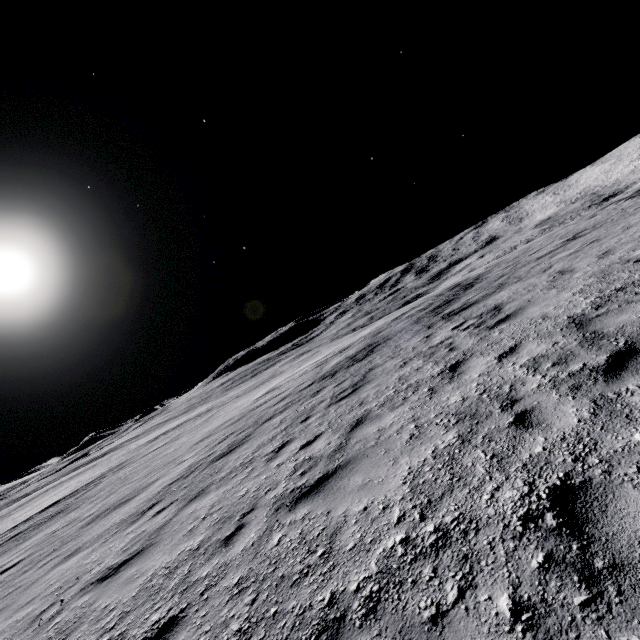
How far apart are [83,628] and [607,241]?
15.0 meters
